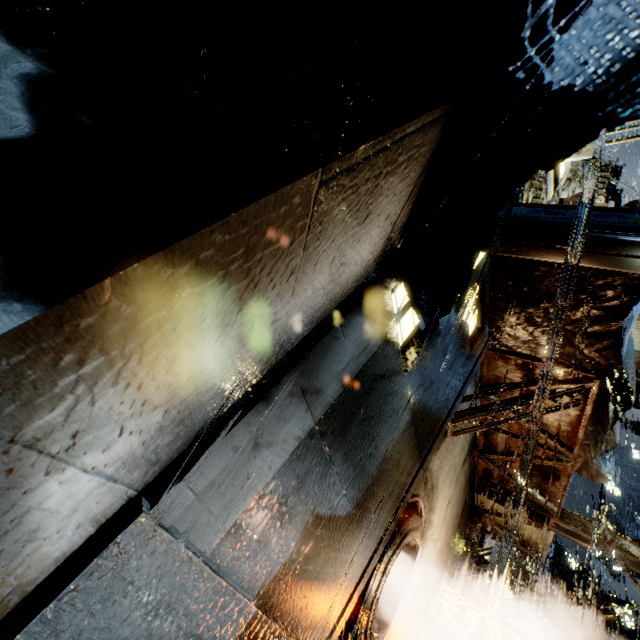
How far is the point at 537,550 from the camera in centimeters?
1010cm

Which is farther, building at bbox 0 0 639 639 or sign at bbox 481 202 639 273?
sign at bbox 481 202 639 273

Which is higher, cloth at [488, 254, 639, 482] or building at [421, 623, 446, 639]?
cloth at [488, 254, 639, 482]

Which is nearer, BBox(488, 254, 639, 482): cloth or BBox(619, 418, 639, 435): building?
BBox(488, 254, 639, 482): cloth

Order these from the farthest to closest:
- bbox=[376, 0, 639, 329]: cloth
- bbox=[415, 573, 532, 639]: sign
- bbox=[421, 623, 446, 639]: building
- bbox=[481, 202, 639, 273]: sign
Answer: bbox=[421, 623, 446, 639]: building
bbox=[415, 573, 532, 639]: sign
bbox=[481, 202, 639, 273]: sign
bbox=[376, 0, 639, 329]: cloth

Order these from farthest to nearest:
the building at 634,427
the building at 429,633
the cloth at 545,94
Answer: the building at 634,427 < the building at 429,633 < the cloth at 545,94

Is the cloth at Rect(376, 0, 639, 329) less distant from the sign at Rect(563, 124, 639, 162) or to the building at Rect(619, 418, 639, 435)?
the building at Rect(619, 418, 639, 435)

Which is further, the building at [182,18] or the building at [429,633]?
the building at [429,633]
